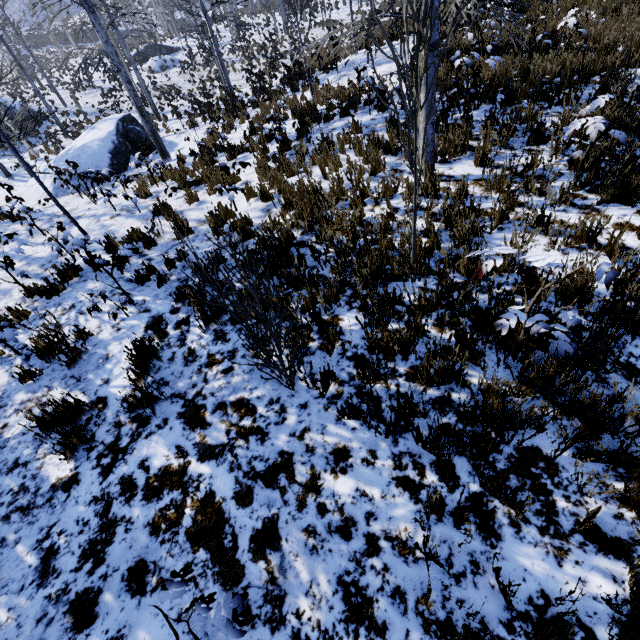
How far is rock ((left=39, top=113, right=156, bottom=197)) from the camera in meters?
12.5 m

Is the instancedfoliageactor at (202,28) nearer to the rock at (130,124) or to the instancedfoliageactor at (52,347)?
the rock at (130,124)

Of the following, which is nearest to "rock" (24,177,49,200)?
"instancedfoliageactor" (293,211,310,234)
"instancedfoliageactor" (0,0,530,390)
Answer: "instancedfoliageactor" (0,0,530,390)

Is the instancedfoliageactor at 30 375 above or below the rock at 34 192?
above

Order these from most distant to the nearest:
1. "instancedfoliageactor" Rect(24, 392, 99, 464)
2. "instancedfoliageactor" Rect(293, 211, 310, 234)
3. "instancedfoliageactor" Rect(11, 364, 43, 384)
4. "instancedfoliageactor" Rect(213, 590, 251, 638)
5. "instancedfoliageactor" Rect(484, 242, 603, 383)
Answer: "instancedfoliageactor" Rect(293, 211, 310, 234) < "instancedfoliageactor" Rect(11, 364, 43, 384) < "instancedfoliageactor" Rect(24, 392, 99, 464) < "instancedfoliageactor" Rect(484, 242, 603, 383) < "instancedfoliageactor" Rect(213, 590, 251, 638)

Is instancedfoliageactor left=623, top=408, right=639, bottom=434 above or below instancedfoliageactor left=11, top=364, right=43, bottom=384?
above

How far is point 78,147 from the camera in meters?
13.1
